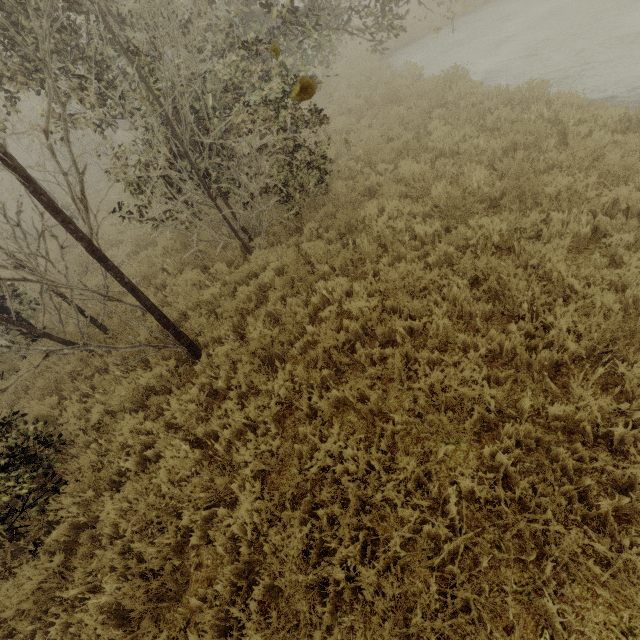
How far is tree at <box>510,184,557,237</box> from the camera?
4.9 meters

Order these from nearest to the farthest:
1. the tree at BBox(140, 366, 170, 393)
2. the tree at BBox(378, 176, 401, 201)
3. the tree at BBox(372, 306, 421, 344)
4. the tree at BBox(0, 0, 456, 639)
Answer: the tree at BBox(0, 0, 456, 639), the tree at BBox(372, 306, 421, 344), the tree at BBox(140, 366, 170, 393), the tree at BBox(378, 176, 401, 201)

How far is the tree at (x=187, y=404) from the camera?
4.5m

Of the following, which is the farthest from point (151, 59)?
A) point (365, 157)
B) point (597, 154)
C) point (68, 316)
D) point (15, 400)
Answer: point (597, 154)

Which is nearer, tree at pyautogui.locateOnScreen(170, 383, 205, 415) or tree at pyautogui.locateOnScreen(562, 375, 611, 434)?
tree at pyautogui.locateOnScreen(562, 375, 611, 434)
